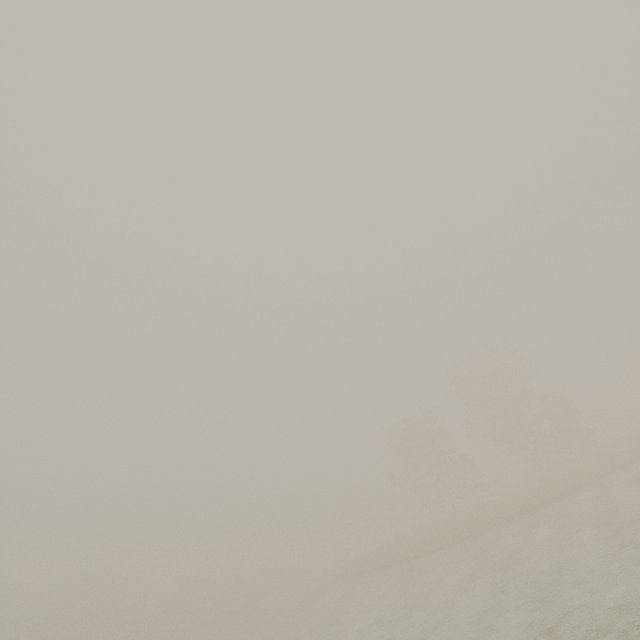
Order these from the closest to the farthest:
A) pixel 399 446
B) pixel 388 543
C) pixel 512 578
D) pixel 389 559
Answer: pixel 512 578, pixel 389 559, pixel 399 446, pixel 388 543
